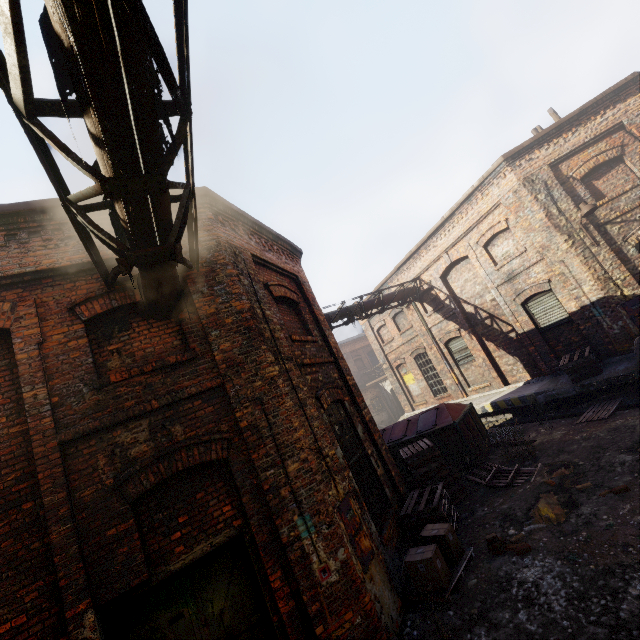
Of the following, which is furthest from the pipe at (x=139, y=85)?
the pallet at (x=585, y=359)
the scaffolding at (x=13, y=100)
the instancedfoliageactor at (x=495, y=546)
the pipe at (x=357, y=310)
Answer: the pallet at (x=585, y=359)

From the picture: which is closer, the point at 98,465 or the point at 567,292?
the point at 98,465

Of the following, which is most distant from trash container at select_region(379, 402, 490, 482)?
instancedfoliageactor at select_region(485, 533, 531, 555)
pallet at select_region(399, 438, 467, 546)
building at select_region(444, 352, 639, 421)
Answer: instancedfoliageactor at select_region(485, 533, 531, 555)

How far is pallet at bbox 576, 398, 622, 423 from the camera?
8.7 meters

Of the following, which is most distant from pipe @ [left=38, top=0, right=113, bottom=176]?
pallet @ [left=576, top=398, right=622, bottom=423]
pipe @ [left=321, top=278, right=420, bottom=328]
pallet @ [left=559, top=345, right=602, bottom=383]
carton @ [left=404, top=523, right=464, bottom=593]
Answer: pallet @ [left=559, top=345, right=602, bottom=383]

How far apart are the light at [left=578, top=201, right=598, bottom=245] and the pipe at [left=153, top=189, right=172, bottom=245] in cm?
1121

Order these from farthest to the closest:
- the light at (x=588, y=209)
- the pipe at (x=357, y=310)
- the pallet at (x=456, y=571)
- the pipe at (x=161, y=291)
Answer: the pipe at (x=357, y=310), the light at (x=588, y=209), the pallet at (x=456, y=571), the pipe at (x=161, y=291)

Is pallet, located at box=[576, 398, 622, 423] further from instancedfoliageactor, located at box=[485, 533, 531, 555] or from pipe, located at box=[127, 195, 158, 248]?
pipe, located at box=[127, 195, 158, 248]
